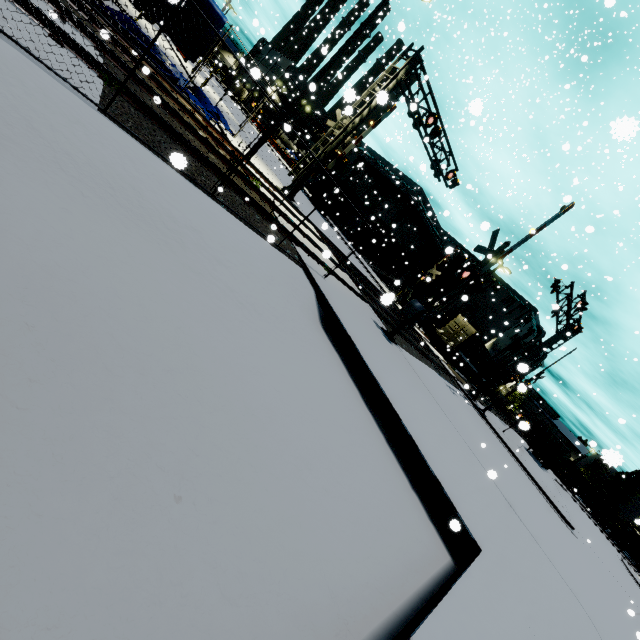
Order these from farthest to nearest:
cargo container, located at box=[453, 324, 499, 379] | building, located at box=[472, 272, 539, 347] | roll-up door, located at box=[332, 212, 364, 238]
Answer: building, located at box=[472, 272, 539, 347]
roll-up door, located at box=[332, 212, 364, 238]
cargo container, located at box=[453, 324, 499, 379]

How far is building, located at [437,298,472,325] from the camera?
46.22m

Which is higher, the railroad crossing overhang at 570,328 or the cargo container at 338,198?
the railroad crossing overhang at 570,328

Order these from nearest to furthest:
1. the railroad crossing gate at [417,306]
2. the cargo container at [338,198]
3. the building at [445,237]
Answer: the railroad crossing gate at [417,306] → the cargo container at [338,198] → the building at [445,237]

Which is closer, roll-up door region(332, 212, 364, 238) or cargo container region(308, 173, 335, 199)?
cargo container region(308, 173, 335, 199)

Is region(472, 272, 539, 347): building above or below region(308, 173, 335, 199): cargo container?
above

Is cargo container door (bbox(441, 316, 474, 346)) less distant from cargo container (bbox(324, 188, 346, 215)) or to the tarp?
cargo container (bbox(324, 188, 346, 215))

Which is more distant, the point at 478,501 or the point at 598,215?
the point at 598,215
